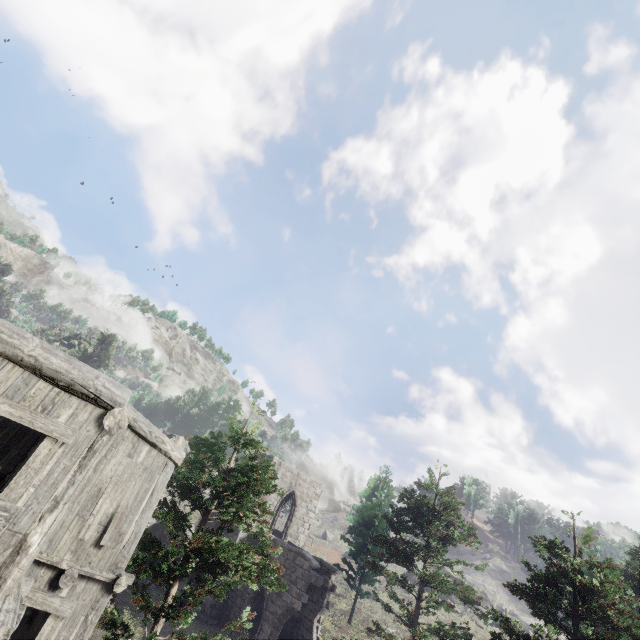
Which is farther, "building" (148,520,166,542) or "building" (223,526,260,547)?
"building" (148,520,166,542)

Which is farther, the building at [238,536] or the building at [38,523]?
the building at [238,536]

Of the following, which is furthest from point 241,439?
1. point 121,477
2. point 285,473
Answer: point 285,473

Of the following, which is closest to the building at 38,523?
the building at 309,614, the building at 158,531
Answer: the building at 309,614

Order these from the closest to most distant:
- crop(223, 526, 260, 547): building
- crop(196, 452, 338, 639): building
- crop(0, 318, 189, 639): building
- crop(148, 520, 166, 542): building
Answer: crop(0, 318, 189, 639): building, crop(196, 452, 338, 639): building, crop(223, 526, 260, 547): building, crop(148, 520, 166, 542): building

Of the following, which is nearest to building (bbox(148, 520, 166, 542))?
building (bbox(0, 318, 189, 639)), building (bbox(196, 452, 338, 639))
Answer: building (bbox(196, 452, 338, 639))

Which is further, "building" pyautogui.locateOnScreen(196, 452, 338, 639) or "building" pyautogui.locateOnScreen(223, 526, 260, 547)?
"building" pyautogui.locateOnScreen(223, 526, 260, 547)

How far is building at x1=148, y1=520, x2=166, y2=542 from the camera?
25.80m
